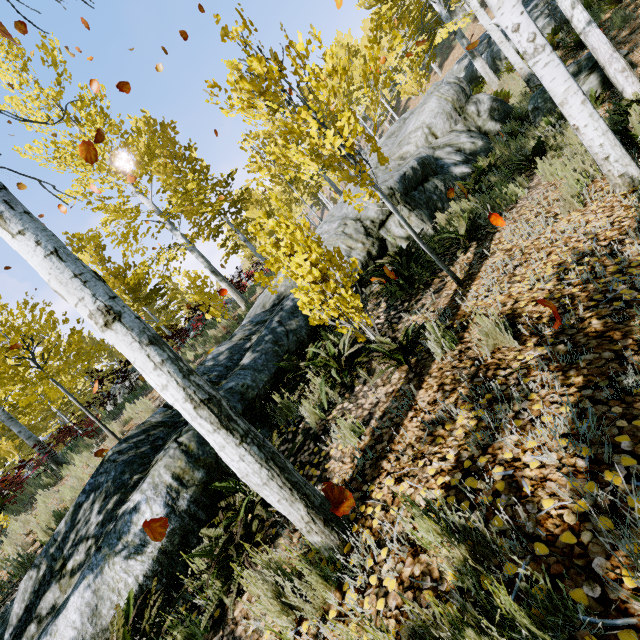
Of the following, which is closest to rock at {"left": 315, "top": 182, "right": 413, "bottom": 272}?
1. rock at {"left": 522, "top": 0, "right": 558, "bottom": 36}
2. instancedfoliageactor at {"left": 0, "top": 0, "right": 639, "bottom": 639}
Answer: instancedfoliageactor at {"left": 0, "top": 0, "right": 639, "bottom": 639}

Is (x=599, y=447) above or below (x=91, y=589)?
below

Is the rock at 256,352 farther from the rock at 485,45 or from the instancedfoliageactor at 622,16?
Result: the rock at 485,45

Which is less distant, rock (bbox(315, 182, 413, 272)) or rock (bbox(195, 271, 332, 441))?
rock (bbox(195, 271, 332, 441))

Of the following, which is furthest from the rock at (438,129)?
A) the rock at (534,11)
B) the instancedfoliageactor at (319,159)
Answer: the rock at (534,11)

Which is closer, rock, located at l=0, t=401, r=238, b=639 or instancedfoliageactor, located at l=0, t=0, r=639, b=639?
instancedfoliageactor, located at l=0, t=0, r=639, b=639

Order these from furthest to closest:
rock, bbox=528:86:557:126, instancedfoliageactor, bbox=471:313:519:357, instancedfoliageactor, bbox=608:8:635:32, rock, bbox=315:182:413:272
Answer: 1. instancedfoliageactor, bbox=608:8:635:32
2. rock, bbox=528:86:557:126
3. rock, bbox=315:182:413:272
4. instancedfoliageactor, bbox=471:313:519:357

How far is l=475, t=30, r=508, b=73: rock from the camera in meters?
14.2
